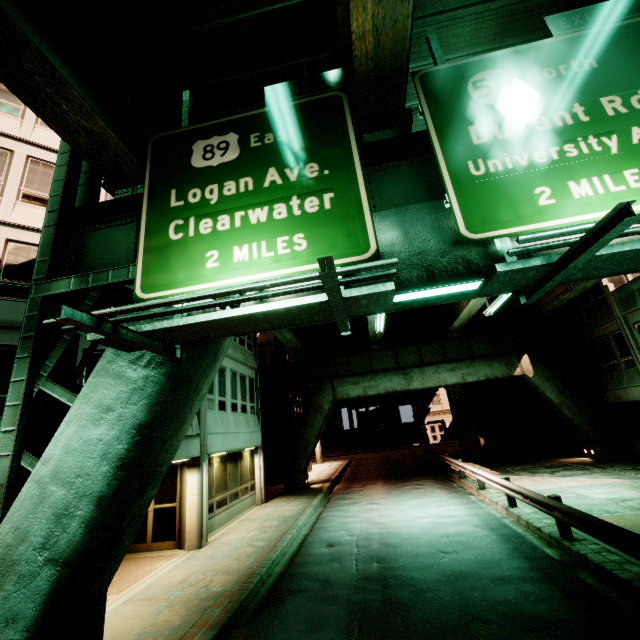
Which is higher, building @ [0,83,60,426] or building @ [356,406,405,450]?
building @ [0,83,60,426]

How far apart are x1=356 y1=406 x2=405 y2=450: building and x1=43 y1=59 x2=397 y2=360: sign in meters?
49.6 m

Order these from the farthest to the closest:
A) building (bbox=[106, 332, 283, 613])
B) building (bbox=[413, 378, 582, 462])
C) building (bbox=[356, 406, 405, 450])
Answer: building (bbox=[356, 406, 405, 450]) < building (bbox=[413, 378, 582, 462]) < building (bbox=[106, 332, 283, 613])

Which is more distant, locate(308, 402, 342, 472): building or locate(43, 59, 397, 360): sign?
locate(308, 402, 342, 472): building

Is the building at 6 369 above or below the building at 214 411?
above

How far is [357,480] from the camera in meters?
23.0 m

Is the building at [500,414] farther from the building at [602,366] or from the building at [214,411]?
the building at [214,411]

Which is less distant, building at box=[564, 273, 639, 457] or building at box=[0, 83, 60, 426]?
building at box=[0, 83, 60, 426]
